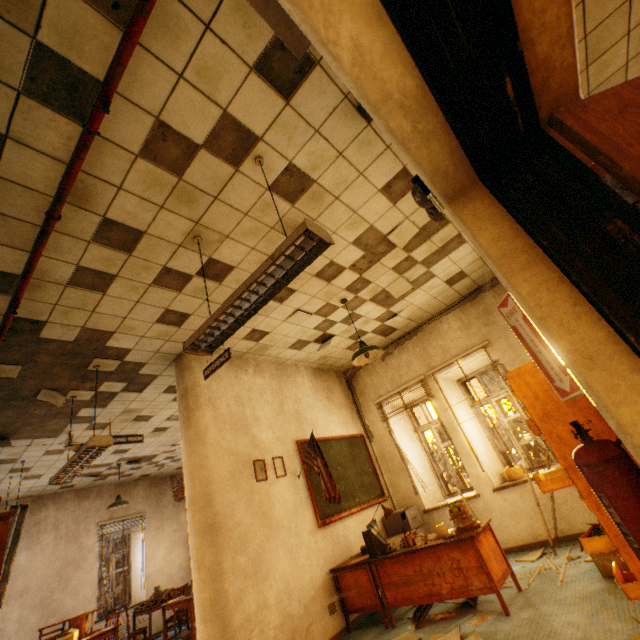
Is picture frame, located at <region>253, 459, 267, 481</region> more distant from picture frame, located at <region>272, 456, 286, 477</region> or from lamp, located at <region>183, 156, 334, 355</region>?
lamp, located at <region>183, 156, 334, 355</region>

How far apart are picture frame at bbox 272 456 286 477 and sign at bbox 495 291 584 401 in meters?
4.2

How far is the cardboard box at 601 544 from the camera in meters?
3.1

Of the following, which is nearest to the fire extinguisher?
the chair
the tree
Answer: the chair

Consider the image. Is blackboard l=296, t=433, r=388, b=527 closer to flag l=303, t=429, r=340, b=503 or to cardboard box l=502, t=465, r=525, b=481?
flag l=303, t=429, r=340, b=503

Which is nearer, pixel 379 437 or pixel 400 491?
pixel 400 491

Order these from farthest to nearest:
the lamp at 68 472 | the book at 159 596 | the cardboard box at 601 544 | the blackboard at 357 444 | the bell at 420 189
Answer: the book at 159 596 → the blackboard at 357 444 → the lamp at 68 472 → the cardboard box at 601 544 → the bell at 420 189

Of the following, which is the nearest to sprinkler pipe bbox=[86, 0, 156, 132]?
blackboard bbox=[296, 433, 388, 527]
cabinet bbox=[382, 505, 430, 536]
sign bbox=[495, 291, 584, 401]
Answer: sign bbox=[495, 291, 584, 401]
